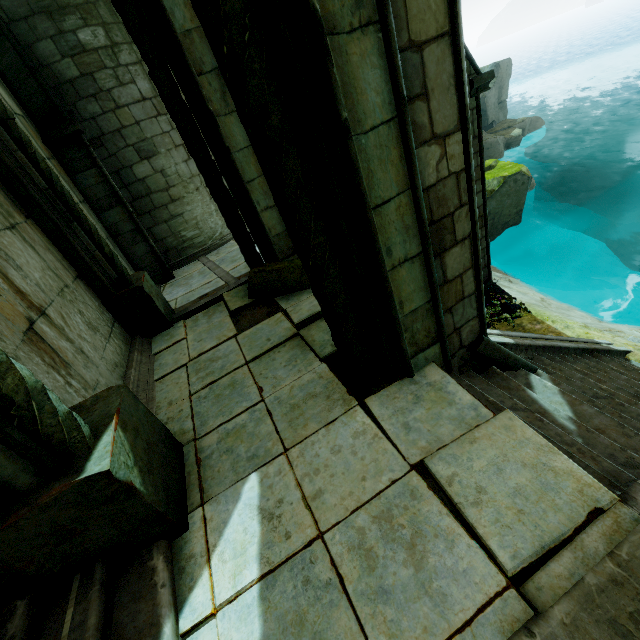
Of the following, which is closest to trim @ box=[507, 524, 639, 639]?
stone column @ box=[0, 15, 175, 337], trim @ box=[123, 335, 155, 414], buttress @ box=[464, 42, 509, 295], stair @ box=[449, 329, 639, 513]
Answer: stair @ box=[449, 329, 639, 513]

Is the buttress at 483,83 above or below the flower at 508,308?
above

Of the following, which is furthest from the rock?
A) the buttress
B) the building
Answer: the buttress

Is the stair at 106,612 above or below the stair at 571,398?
above

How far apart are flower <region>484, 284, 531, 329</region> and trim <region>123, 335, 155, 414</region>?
7.7m

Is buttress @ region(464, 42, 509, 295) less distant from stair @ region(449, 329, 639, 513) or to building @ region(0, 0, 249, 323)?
building @ region(0, 0, 249, 323)

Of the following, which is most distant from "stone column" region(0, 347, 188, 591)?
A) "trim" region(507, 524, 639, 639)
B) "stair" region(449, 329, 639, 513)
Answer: "trim" region(507, 524, 639, 639)

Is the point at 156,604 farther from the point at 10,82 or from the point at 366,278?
the point at 10,82
